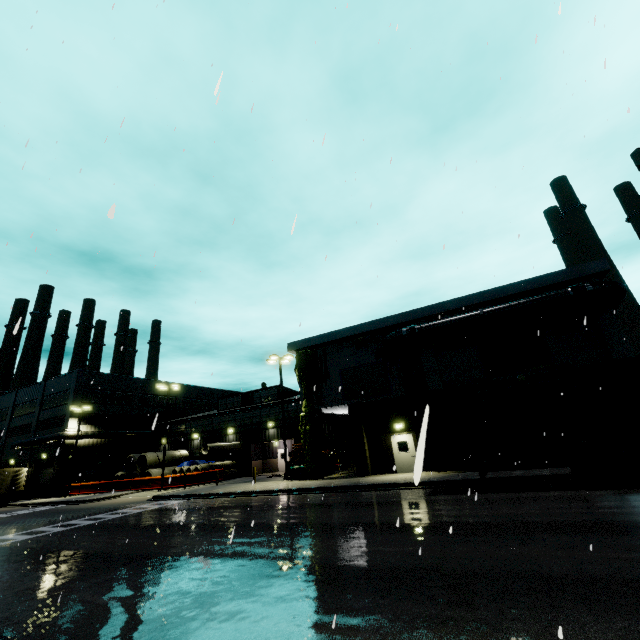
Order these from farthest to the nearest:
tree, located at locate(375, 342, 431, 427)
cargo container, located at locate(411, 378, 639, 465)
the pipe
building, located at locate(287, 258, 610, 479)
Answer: tree, located at locate(375, 342, 431, 427) → building, located at locate(287, 258, 610, 479) → the pipe → cargo container, located at locate(411, 378, 639, 465)

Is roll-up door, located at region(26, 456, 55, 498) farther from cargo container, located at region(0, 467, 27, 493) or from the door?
the door

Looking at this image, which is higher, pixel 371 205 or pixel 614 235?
pixel 614 235

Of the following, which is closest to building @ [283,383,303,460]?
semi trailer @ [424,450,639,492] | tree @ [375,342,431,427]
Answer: tree @ [375,342,431,427]

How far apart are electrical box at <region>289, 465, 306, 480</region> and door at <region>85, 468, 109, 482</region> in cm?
1950

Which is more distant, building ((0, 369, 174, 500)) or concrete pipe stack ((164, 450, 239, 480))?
building ((0, 369, 174, 500))

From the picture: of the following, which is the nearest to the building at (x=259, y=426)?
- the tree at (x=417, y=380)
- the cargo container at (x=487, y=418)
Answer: the tree at (x=417, y=380)

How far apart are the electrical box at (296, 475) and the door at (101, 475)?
19.5 meters
